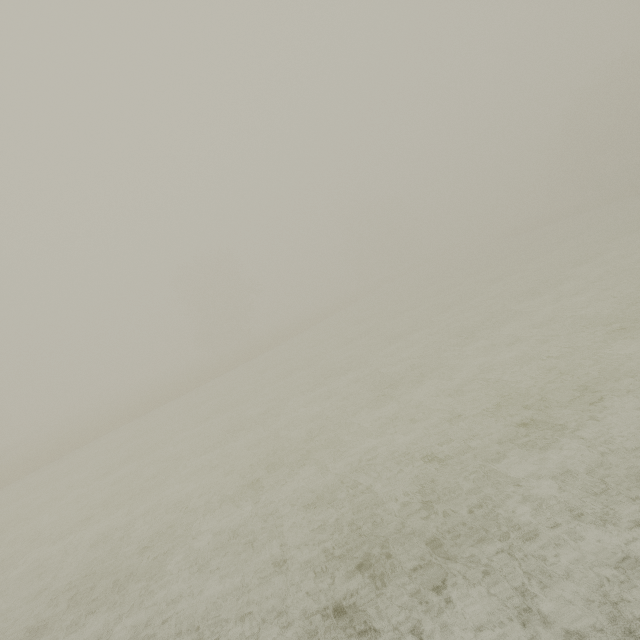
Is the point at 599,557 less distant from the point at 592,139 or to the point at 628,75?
the point at 628,75
